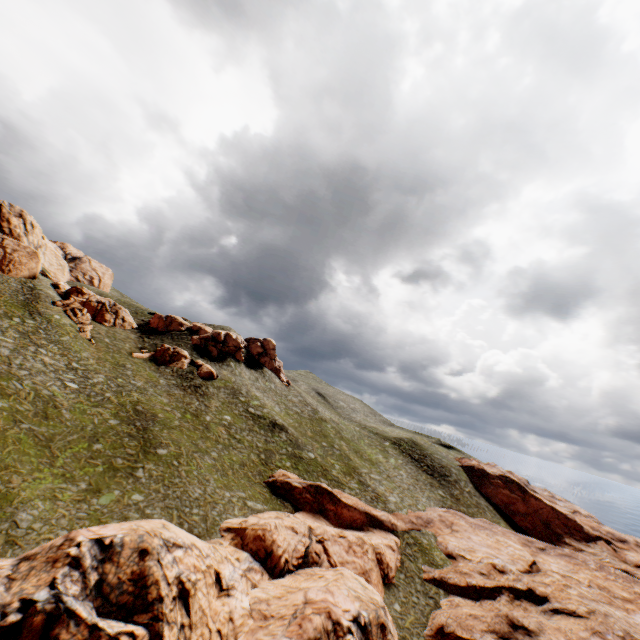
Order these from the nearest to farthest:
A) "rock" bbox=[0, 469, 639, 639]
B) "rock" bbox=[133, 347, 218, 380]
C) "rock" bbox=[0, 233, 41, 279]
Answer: "rock" bbox=[0, 469, 639, 639], "rock" bbox=[0, 233, 41, 279], "rock" bbox=[133, 347, 218, 380]

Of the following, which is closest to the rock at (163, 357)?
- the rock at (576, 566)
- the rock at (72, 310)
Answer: the rock at (72, 310)

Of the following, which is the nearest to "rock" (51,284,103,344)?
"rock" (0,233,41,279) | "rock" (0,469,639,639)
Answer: "rock" (0,233,41,279)

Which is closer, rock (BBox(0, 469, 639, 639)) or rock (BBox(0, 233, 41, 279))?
rock (BBox(0, 469, 639, 639))

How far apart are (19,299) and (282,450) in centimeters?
4508cm

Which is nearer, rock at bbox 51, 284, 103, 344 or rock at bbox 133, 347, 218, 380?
rock at bbox 51, 284, 103, 344

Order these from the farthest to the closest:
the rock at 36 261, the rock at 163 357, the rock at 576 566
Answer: the rock at 163 357 < the rock at 36 261 < the rock at 576 566

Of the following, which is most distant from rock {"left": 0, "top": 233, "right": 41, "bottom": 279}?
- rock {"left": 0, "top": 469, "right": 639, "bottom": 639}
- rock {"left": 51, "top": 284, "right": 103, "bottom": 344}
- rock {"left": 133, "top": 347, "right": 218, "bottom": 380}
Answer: rock {"left": 0, "top": 469, "right": 639, "bottom": 639}
